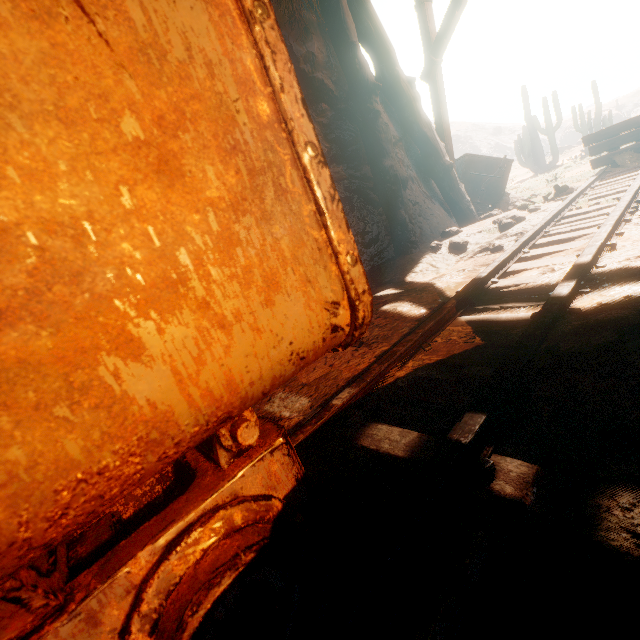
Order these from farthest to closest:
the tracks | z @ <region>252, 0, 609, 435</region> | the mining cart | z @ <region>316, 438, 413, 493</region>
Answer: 1. the mining cart
2. z @ <region>252, 0, 609, 435</region>
3. z @ <region>316, 438, 413, 493</region>
4. the tracks

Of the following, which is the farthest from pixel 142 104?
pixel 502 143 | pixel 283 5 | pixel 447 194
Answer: pixel 502 143

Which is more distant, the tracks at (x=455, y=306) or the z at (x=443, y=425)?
the z at (x=443, y=425)

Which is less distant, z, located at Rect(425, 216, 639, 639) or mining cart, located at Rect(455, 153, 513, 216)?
z, located at Rect(425, 216, 639, 639)

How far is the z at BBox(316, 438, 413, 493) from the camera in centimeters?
129cm

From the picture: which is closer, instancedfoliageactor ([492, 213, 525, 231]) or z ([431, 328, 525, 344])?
z ([431, 328, 525, 344])

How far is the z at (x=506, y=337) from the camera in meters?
1.9 m

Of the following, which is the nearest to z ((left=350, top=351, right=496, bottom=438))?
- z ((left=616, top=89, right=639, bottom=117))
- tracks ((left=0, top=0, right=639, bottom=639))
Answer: tracks ((left=0, top=0, right=639, bottom=639))
